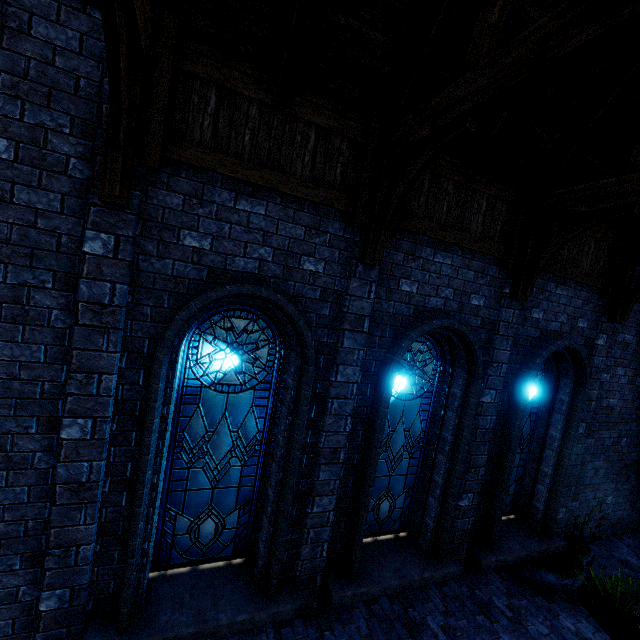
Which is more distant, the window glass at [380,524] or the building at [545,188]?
the window glass at [380,524]

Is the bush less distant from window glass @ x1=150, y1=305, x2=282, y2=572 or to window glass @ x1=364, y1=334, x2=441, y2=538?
window glass @ x1=364, y1=334, x2=441, y2=538

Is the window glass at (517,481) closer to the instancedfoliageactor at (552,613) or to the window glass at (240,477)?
the instancedfoliageactor at (552,613)

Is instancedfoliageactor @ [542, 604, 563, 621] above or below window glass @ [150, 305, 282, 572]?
below

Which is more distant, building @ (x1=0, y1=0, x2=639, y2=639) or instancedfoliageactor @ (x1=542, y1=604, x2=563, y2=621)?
instancedfoliageactor @ (x1=542, y1=604, x2=563, y2=621)

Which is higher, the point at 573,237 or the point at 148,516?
the point at 573,237

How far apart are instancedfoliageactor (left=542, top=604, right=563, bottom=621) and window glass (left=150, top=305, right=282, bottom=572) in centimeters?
520cm

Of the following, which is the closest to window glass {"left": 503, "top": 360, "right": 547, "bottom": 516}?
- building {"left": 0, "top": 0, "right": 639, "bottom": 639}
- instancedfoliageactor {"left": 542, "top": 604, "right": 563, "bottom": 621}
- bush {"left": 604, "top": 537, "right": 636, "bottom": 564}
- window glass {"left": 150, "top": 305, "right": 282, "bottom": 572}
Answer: building {"left": 0, "top": 0, "right": 639, "bottom": 639}
